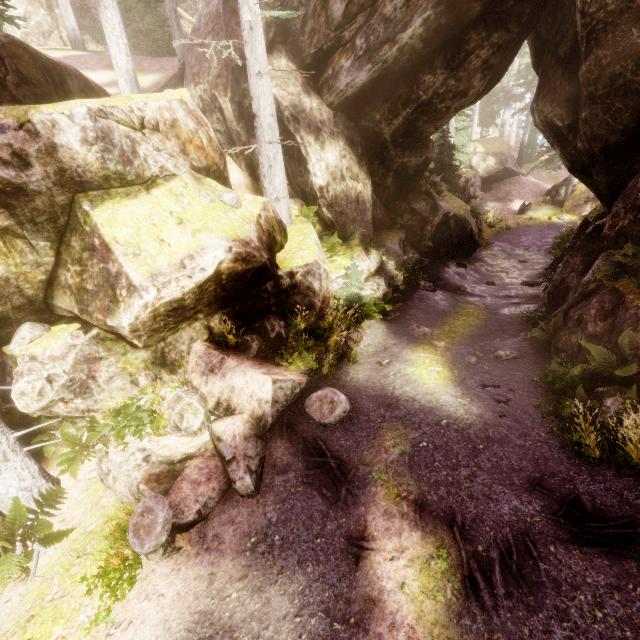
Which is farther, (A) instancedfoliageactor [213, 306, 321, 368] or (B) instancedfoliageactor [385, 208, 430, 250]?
(B) instancedfoliageactor [385, 208, 430, 250]

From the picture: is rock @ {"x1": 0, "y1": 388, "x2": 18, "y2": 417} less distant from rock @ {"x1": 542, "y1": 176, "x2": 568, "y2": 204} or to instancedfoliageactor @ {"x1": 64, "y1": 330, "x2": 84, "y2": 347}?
instancedfoliageactor @ {"x1": 64, "y1": 330, "x2": 84, "y2": 347}

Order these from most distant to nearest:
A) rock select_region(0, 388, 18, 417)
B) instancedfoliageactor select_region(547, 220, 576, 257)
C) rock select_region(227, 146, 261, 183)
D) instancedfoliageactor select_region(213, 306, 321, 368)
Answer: instancedfoliageactor select_region(547, 220, 576, 257) < rock select_region(227, 146, 261, 183) < instancedfoliageactor select_region(213, 306, 321, 368) < rock select_region(0, 388, 18, 417)

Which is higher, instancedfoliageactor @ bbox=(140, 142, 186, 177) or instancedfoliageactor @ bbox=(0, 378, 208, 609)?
instancedfoliageactor @ bbox=(140, 142, 186, 177)

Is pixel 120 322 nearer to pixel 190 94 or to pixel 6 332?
pixel 6 332

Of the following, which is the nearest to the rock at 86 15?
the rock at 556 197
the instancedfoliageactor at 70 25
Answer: the instancedfoliageactor at 70 25

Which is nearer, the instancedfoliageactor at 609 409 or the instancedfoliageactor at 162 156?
the instancedfoliageactor at 609 409

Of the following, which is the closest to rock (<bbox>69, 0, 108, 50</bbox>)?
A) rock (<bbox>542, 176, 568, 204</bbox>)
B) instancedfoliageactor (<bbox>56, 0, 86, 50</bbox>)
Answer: instancedfoliageactor (<bbox>56, 0, 86, 50</bbox>)
